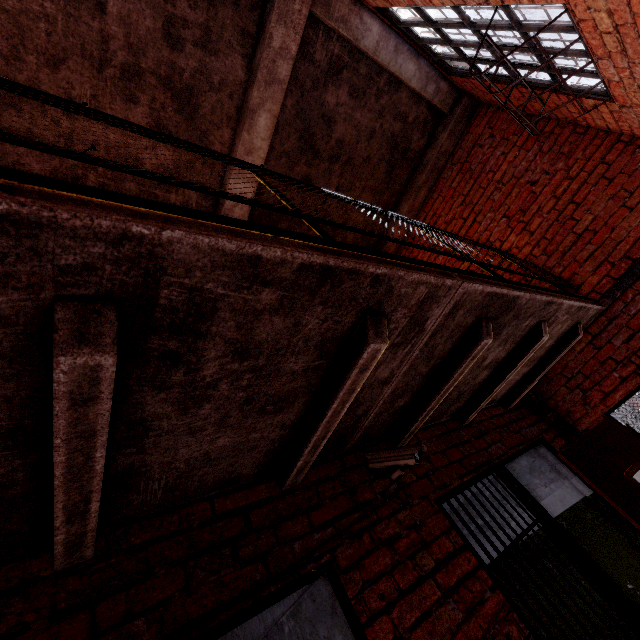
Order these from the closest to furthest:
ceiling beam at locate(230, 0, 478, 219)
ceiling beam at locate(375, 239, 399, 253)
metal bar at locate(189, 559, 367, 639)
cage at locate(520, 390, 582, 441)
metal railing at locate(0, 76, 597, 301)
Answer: metal railing at locate(0, 76, 597, 301) → metal bar at locate(189, 559, 367, 639) → ceiling beam at locate(230, 0, 478, 219) → cage at locate(520, 390, 582, 441) → ceiling beam at locate(375, 239, 399, 253)

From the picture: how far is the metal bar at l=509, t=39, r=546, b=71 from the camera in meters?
2.6 m

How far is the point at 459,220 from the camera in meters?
4.7

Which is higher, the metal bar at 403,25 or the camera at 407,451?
the metal bar at 403,25

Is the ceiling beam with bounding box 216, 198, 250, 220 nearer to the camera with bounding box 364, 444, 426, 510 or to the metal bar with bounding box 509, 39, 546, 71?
the metal bar with bounding box 509, 39, 546, 71

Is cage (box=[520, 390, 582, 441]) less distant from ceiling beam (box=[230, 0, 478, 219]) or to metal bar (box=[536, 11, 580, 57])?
metal bar (box=[536, 11, 580, 57])

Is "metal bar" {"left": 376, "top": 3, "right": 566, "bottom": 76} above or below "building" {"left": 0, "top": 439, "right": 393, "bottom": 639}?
above

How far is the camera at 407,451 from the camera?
1.9m
